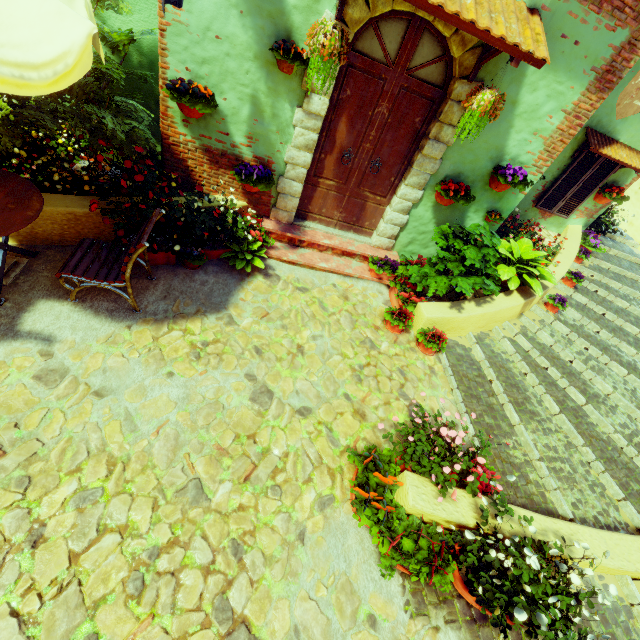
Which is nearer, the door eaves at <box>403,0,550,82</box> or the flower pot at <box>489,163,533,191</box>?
the door eaves at <box>403,0,550,82</box>

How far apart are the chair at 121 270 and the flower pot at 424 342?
3.7m

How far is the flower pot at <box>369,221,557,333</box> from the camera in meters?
4.6 m

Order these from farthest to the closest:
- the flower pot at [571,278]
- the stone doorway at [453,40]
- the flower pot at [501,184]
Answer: the flower pot at [571,278]
the flower pot at [501,184]
the stone doorway at [453,40]

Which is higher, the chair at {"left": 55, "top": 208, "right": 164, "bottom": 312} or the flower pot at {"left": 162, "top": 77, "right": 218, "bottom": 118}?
the flower pot at {"left": 162, "top": 77, "right": 218, "bottom": 118}

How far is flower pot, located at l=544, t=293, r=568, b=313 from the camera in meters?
5.8 m

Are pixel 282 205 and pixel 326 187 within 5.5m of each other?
yes

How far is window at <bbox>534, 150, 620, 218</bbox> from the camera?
6.1 meters
